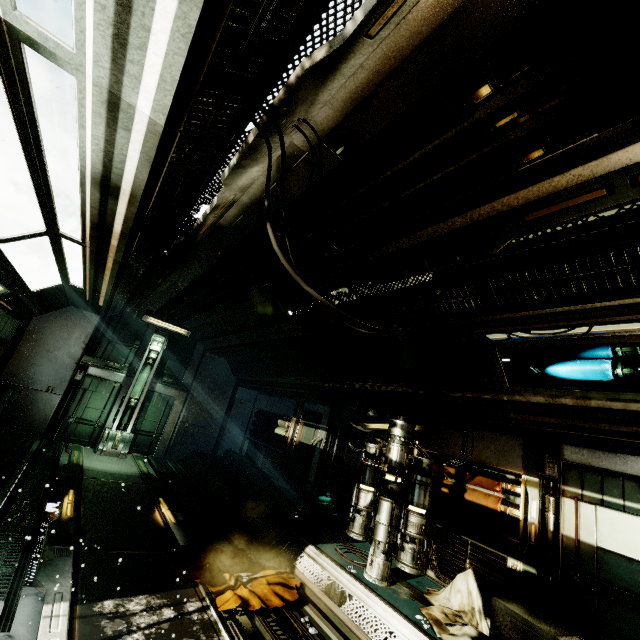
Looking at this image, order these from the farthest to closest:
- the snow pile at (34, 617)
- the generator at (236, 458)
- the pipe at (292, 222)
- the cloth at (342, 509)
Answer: the generator at (236, 458), the cloth at (342, 509), the pipe at (292, 222), the snow pile at (34, 617)

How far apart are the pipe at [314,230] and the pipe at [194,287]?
0.1 meters

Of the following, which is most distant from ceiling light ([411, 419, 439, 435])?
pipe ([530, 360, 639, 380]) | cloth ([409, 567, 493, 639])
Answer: cloth ([409, 567, 493, 639])

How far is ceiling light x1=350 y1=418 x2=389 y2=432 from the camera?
6.9 meters

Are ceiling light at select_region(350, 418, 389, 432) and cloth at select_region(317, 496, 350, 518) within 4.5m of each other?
yes

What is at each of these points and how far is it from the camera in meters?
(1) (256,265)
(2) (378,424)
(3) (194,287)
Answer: (1) pipe, 5.6 m
(2) ceiling light, 7.1 m
(3) pipe, 7.2 m

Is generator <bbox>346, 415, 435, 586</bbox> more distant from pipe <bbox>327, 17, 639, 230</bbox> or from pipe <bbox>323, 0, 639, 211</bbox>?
pipe <bbox>323, 0, 639, 211</bbox>

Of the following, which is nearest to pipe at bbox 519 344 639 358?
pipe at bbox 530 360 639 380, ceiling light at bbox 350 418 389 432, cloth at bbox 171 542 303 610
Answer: pipe at bbox 530 360 639 380
